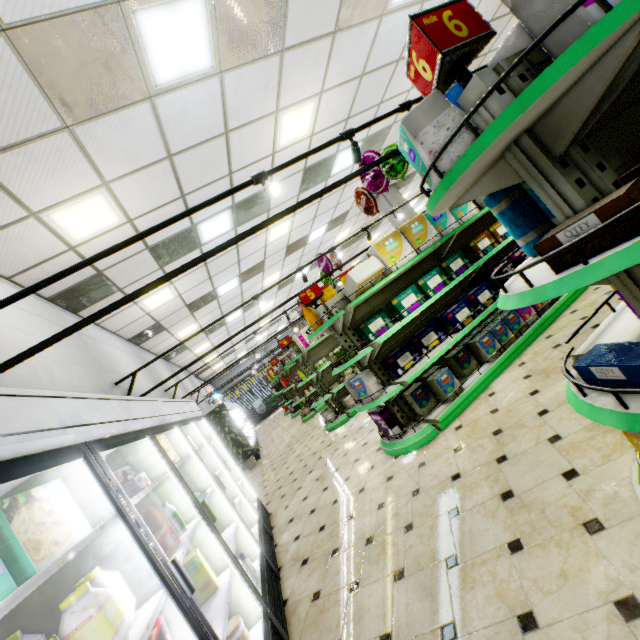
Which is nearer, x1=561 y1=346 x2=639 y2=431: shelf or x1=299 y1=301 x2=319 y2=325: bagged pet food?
x1=561 y1=346 x2=639 y2=431: shelf

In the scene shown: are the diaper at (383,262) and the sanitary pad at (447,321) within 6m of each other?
yes

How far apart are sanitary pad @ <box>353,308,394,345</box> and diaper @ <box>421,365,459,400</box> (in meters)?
0.85

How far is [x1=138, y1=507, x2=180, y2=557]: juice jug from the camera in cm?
198

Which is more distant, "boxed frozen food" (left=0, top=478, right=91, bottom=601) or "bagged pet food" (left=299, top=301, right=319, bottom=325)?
"bagged pet food" (left=299, top=301, right=319, bottom=325)

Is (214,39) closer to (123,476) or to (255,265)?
(123,476)

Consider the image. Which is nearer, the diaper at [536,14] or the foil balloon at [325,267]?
the diaper at [536,14]

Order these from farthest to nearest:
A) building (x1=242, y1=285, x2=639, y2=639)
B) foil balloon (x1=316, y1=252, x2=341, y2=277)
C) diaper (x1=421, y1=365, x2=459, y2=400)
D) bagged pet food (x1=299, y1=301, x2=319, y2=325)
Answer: foil balloon (x1=316, y1=252, x2=341, y2=277), bagged pet food (x1=299, y1=301, x2=319, y2=325), diaper (x1=421, y1=365, x2=459, y2=400), building (x1=242, y1=285, x2=639, y2=639)
